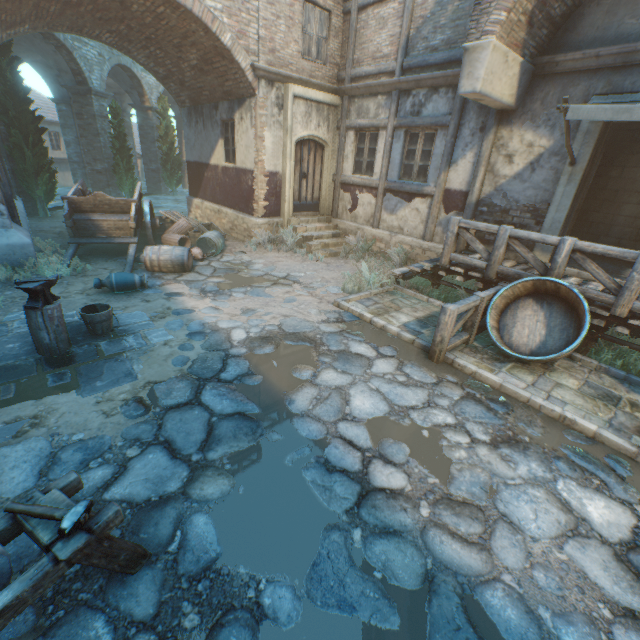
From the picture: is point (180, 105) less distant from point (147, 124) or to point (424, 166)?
point (147, 124)

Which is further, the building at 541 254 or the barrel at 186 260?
the barrel at 186 260

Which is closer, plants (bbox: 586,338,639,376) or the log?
the log

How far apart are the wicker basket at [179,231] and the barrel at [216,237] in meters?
0.3 m

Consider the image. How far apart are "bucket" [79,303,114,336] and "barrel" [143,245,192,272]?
2.72m

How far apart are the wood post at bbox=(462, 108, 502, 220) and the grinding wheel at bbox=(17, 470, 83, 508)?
8.7 meters

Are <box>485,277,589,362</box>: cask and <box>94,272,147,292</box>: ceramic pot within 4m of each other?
no

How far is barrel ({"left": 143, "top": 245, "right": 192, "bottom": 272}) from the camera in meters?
7.7 m
